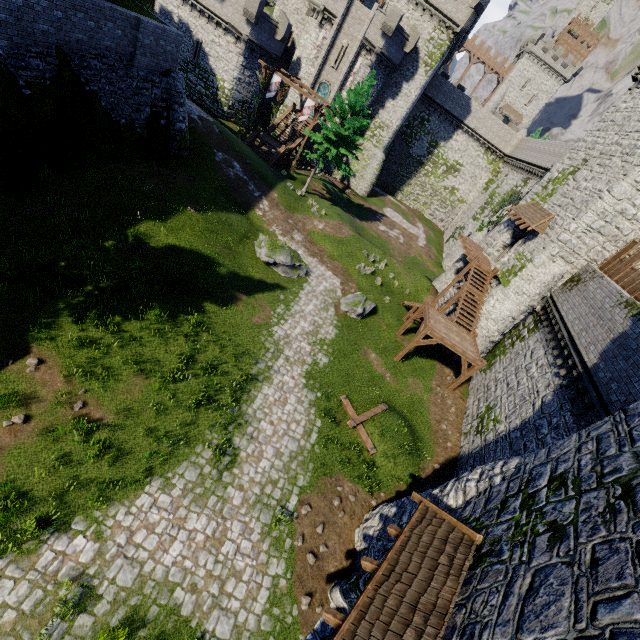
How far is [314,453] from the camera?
12.9m

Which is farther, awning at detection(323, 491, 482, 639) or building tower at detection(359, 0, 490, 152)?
building tower at detection(359, 0, 490, 152)

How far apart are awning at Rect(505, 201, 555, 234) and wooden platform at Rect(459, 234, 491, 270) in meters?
Answer: 3.1

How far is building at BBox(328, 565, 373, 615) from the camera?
8.8 meters

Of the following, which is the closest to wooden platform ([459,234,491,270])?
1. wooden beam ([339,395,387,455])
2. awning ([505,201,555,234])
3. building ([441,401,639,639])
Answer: awning ([505,201,555,234])

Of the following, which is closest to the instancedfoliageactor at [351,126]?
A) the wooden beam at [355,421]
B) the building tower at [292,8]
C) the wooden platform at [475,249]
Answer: the wooden platform at [475,249]

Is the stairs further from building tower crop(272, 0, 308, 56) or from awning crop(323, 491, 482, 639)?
building tower crop(272, 0, 308, 56)

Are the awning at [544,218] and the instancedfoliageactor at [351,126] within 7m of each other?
no
